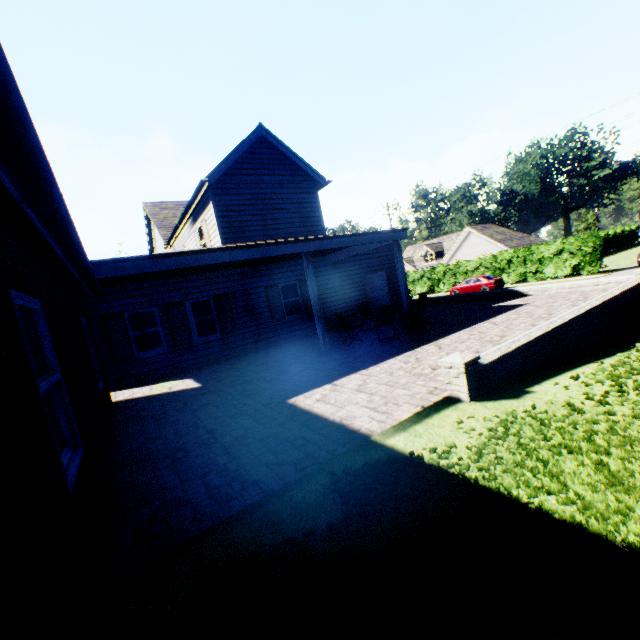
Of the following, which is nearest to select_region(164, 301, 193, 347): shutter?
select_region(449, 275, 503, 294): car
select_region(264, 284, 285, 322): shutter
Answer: select_region(264, 284, 285, 322): shutter

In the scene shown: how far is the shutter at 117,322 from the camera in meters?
10.8

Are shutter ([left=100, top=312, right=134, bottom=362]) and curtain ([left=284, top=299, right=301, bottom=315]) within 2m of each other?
no

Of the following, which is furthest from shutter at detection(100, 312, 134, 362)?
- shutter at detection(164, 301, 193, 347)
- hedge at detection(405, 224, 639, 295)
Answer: hedge at detection(405, 224, 639, 295)

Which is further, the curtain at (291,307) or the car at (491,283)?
the car at (491,283)

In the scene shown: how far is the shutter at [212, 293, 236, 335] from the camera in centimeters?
1280cm

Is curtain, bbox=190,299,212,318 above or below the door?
above

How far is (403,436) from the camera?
4.12m
